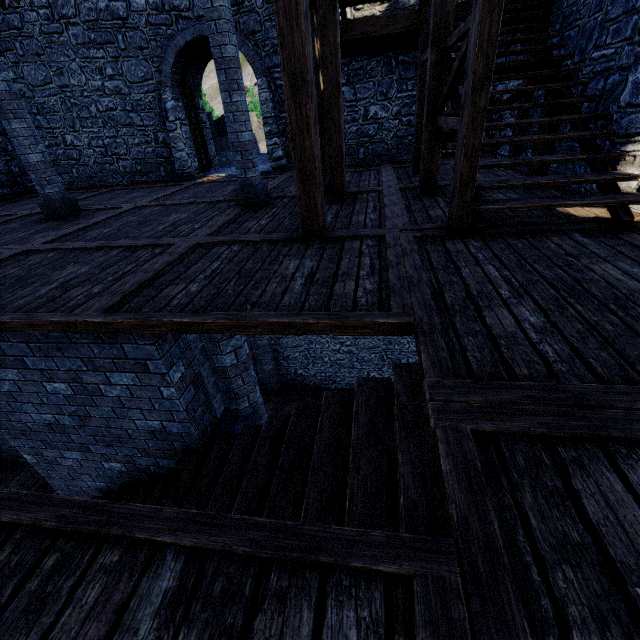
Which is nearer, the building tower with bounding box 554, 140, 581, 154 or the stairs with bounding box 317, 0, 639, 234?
the stairs with bounding box 317, 0, 639, 234

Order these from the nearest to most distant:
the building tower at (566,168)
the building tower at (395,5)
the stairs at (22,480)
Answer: the building tower at (566,168) < the building tower at (395,5) < the stairs at (22,480)

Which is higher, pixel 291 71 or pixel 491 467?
pixel 291 71

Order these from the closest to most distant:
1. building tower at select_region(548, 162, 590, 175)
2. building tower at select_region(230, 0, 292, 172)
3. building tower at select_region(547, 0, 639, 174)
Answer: building tower at select_region(547, 0, 639, 174) < building tower at select_region(548, 162, 590, 175) < building tower at select_region(230, 0, 292, 172)

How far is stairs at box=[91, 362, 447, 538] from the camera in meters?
2.0 m

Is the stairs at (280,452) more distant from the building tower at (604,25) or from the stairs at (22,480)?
the building tower at (604,25)

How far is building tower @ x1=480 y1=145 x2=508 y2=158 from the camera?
8.23m
